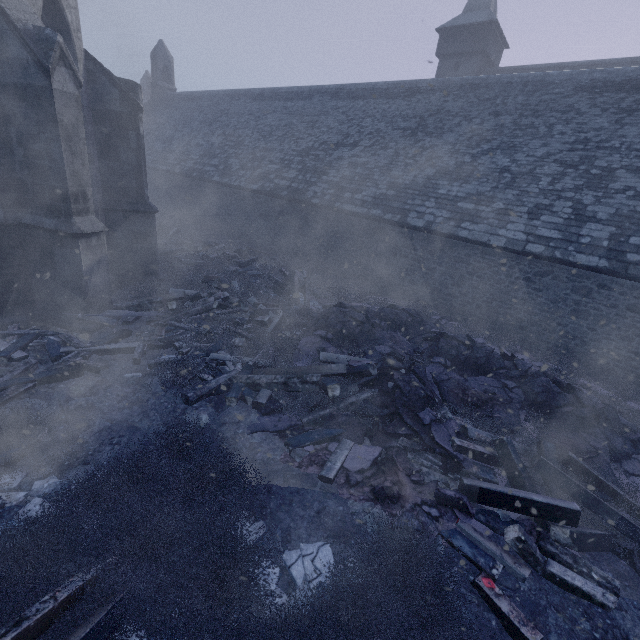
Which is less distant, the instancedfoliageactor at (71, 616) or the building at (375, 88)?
the instancedfoliageactor at (71, 616)

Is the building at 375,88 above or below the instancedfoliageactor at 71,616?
above

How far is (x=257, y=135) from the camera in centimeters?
1948cm

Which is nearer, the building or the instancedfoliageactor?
the instancedfoliageactor

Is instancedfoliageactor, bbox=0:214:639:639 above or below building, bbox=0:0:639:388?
below
